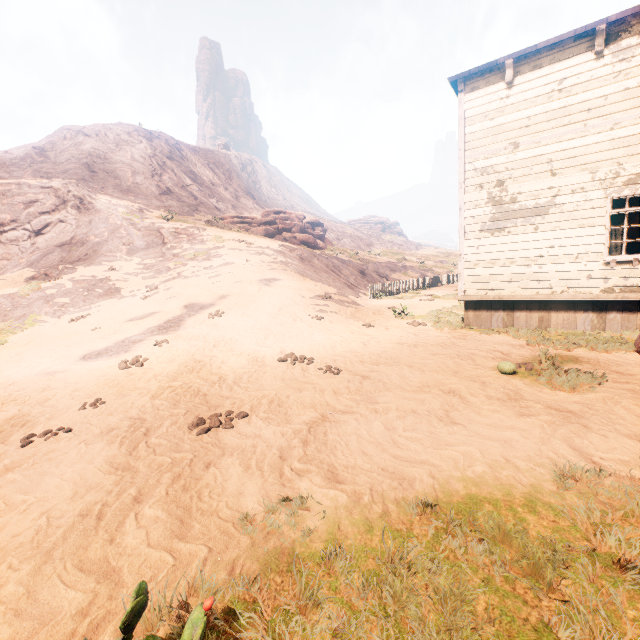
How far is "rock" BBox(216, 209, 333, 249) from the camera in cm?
3228

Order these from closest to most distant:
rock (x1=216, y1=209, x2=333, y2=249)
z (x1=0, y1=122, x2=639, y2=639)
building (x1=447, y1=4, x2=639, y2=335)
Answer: z (x1=0, y1=122, x2=639, y2=639) < building (x1=447, y1=4, x2=639, y2=335) < rock (x1=216, y1=209, x2=333, y2=249)

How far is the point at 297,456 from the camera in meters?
3.5

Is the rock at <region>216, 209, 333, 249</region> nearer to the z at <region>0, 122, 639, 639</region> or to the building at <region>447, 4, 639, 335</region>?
the z at <region>0, 122, 639, 639</region>

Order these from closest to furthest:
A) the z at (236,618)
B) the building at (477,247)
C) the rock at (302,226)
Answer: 1. the z at (236,618)
2. the building at (477,247)
3. the rock at (302,226)

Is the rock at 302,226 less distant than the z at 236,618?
No

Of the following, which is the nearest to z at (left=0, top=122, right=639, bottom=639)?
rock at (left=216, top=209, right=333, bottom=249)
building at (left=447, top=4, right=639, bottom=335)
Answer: building at (left=447, top=4, right=639, bottom=335)
